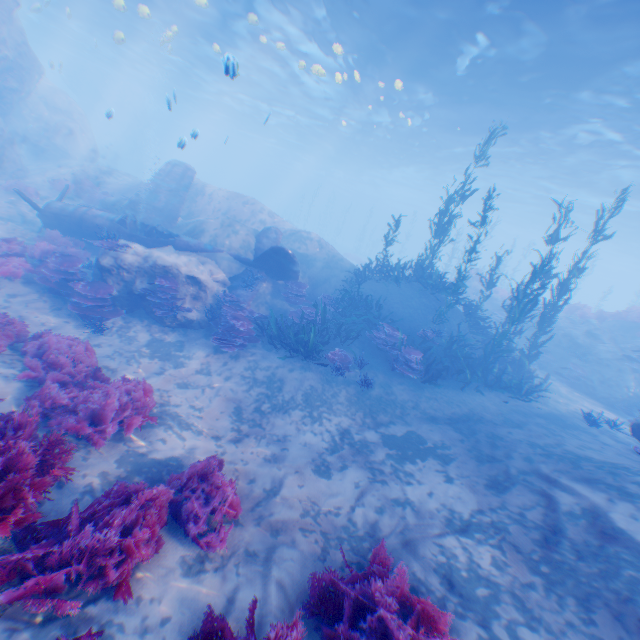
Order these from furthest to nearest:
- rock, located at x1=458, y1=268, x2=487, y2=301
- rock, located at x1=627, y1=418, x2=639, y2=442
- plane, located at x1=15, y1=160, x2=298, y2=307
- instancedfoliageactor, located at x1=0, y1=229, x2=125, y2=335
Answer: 1. rock, located at x1=458, y1=268, x2=487, y2=301
2. plane, located at x1=15, y1=160, x2=298, y2=307
3. instancedfoliageactor, located at x1=0, y1=229, x2=125, y2=335
4. rock, located at x1=627, y1=418, x2=639, y2=442

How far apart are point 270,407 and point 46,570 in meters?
5.7 m

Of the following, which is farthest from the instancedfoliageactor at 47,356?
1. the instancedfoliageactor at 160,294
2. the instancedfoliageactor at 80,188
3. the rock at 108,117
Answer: the instancedfoliageactor at 80,188

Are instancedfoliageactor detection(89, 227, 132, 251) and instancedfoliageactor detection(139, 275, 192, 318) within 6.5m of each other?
yes

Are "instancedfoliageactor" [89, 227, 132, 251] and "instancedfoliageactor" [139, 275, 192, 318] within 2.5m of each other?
yes

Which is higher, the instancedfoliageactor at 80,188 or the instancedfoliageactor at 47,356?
the instancedfoliageactor at 80,188

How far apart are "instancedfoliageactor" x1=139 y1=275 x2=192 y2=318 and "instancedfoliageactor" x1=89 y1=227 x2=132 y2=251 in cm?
125

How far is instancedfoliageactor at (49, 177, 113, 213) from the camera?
18.0 meters
